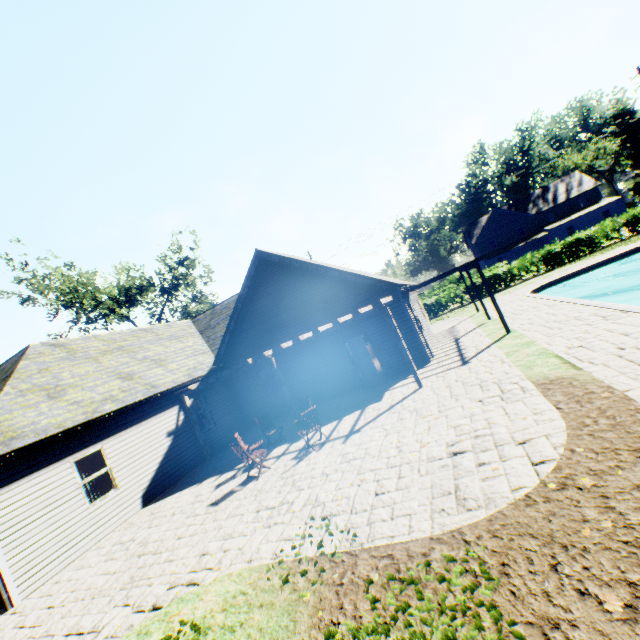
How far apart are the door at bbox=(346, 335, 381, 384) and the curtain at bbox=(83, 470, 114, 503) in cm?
997

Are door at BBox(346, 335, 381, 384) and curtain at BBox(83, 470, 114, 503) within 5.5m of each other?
no

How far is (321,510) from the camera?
5.9m

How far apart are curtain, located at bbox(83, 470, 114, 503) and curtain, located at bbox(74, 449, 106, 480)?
0.1 meters

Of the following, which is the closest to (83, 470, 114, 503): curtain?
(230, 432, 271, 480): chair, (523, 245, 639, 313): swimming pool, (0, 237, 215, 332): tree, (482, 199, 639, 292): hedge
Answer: (230, 432, 271, 480): chair

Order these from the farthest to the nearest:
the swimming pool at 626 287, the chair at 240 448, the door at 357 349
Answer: the door at 357 349 < the swimming pool at 626 287 < the chair at 240 448

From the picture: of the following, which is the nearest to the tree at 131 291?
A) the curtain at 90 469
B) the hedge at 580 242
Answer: the hedge at 580 242

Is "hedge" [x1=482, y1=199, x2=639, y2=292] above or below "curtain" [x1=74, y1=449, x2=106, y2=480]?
below
